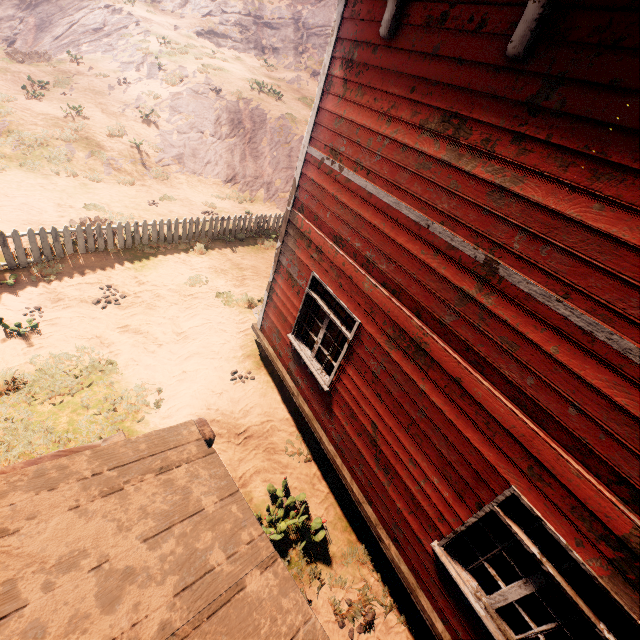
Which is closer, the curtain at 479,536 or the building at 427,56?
the building at 427,56

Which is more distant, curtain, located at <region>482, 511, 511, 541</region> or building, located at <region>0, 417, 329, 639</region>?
curtain, located at <region>482, 511, 511, 541</region>

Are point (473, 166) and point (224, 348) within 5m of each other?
no

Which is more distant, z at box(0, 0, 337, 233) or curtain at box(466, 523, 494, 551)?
z at box(0, 0, 337, 233)

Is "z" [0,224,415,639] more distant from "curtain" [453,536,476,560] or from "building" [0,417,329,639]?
"curtain" [453,536,476,560]

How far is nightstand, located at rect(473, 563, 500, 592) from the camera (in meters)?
3.98

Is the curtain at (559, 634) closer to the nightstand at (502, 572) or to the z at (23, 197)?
the nightstand at (502, 572)
